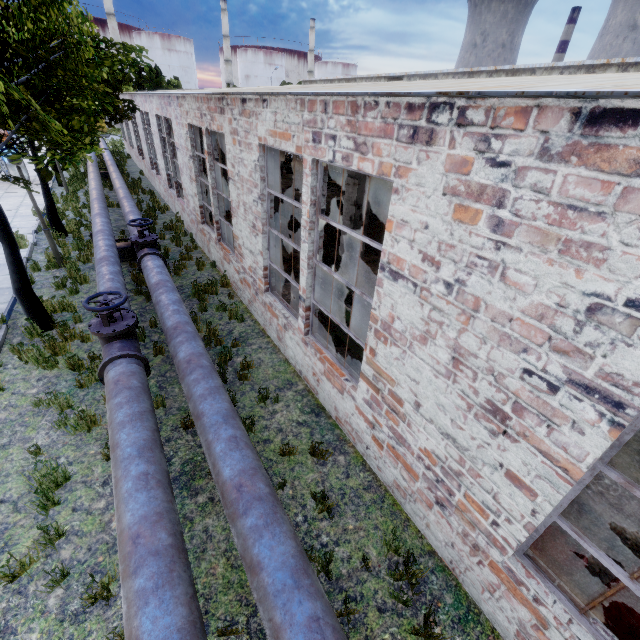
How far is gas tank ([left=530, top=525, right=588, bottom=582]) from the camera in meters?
3.7

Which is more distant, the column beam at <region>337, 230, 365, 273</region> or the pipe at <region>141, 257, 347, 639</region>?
the column beam at <region>337, 230, 365, 273</region>

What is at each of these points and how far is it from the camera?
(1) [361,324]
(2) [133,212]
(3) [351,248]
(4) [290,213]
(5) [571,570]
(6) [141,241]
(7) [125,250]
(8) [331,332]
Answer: (1) lathe, 6.69m
(2) pipe, 11.79m
(3) column beam, 9.38m
(4) concrete debris, 16.75m
(5) gas tank, 3.73m
(6) pipe valve, 8.85m
(7) pipe holder, 11.02m
(8) lathe, 7.65m

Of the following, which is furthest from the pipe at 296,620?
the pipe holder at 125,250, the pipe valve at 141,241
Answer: the pipe holder at 125,250

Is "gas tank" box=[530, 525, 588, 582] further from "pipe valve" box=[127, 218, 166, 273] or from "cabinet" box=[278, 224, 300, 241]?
"cabinet" box=[278, 224, 300, 241]

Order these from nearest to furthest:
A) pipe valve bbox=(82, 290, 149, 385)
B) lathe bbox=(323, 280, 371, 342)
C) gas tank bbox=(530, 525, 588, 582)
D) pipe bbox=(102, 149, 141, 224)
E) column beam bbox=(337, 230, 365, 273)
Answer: gas tank bbox=(530, 525, 588, 582), pipe valve bbox=(82, 290, 149, 385), lathe bbox=(323, 280, 371, 342), column beam bbox=(337, 230, 365, 273), pipe bbox=(102, 149, 141, 224)

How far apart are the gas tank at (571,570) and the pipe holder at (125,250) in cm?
1261

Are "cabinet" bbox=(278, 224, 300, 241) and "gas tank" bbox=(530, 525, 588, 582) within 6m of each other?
no
